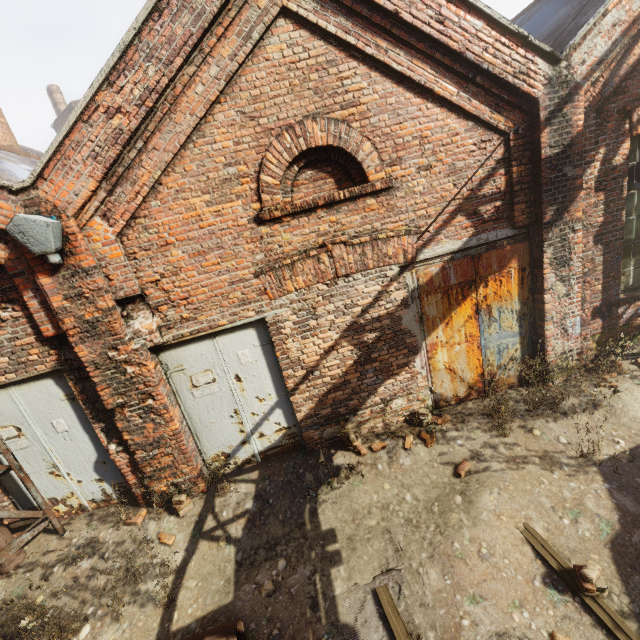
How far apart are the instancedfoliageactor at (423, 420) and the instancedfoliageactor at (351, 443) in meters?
1.0

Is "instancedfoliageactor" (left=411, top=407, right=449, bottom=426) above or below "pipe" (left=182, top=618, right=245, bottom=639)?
above

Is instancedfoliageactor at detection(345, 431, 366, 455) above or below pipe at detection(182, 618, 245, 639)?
above

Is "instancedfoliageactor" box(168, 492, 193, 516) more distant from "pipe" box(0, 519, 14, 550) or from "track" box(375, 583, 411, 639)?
"track" box(375, 583, 411, 639)

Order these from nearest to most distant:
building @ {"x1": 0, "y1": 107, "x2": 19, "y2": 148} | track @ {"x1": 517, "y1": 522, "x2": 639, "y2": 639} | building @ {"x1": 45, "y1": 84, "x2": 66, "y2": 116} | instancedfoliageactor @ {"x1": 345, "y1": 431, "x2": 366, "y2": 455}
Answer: track @ {"x1": 517, "y1": 522, "x2": 639, "y2": 639}, instancedfoliageactor @ {"x1": 345, "y1": 431, "x2": 366, "y2": 455}, building @ {"x1": 0, "y1": 107, "x2": 19, "y2": 148}, building @ {"x1": 45, "y1": 84, "x2": 66, "y2": 116}

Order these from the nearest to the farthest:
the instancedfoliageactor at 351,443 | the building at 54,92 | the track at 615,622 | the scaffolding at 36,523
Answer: the track at 615,622
the scaffolding at 36,523
the instancedfoliageactor at 351,443
the building at 54,92

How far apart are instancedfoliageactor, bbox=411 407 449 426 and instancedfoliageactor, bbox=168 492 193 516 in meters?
3.8 m

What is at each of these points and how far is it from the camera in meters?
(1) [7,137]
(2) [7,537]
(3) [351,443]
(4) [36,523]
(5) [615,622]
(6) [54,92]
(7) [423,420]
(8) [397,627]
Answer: (1) building, 8.9 m
(2) pipe, 4.7 m
(3) instancedfoliageactor, 5.3 m
(4) scaffolding, 4.8 m
(5) track, 2.9 m
(6) building, 23.0 m
(7) instancedfoliageactor, 5.5 m
(8) track, 3.2 m
